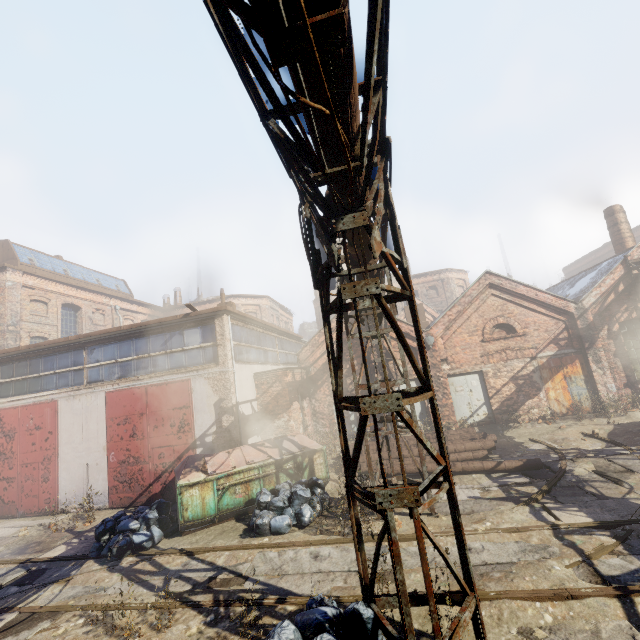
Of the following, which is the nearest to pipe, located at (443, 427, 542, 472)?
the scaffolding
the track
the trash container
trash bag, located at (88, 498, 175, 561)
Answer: the trash container

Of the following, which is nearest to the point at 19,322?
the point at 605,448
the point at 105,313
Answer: the point at 105,313

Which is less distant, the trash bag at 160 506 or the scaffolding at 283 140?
the scaffolding at 283 140

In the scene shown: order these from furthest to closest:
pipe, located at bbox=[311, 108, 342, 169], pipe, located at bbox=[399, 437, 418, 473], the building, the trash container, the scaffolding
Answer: the building < pipe, located at bbox=[399, 437, 418, 473] < the trash container < pipe, located at bbox=[311, 108, 342, 169] < the scaffolding

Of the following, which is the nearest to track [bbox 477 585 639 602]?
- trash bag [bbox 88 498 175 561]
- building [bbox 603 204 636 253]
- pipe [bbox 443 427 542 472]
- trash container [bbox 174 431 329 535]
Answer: trash bag [bbox 88 498 175 561]

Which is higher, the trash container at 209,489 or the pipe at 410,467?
the trash container at 209,489

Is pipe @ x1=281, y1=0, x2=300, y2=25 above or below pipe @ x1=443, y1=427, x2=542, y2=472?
above

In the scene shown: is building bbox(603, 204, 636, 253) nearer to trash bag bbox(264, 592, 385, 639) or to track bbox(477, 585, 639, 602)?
track bbox(477, 585, 639, 602)
